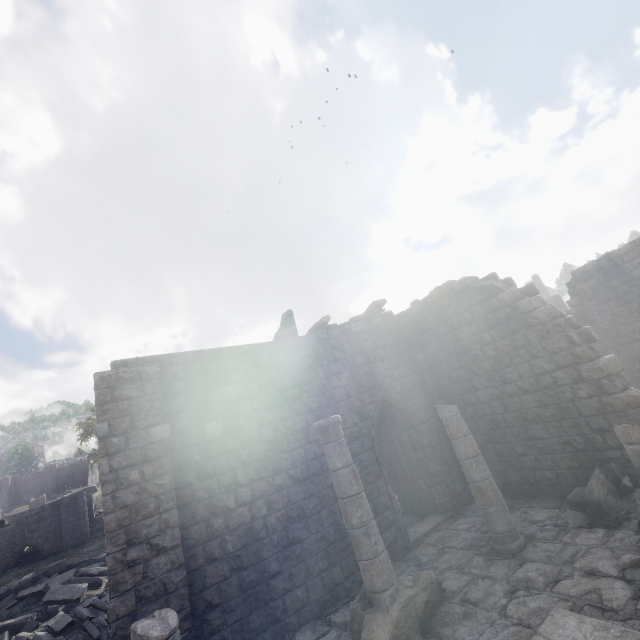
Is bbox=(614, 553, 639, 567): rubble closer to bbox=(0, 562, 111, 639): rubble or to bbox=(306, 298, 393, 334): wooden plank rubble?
bbox=(306, 298, 393, 334): wooden plank rubble

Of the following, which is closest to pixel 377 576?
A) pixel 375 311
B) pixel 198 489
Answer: pixel 198 489

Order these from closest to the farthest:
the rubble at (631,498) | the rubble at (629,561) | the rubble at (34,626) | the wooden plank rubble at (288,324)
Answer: the rubble at (629,561)
the rubble at (631,498)
the rubble at (34,626)
the wooden plank rubble at (288,324)

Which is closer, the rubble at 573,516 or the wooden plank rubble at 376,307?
the rubble at 573,516

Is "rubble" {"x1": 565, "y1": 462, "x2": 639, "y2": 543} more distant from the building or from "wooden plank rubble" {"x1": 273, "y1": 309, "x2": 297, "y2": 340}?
"wooden plank rubble" {"x1": 273, "y1": 309, "x2": 297, "y2": 340}

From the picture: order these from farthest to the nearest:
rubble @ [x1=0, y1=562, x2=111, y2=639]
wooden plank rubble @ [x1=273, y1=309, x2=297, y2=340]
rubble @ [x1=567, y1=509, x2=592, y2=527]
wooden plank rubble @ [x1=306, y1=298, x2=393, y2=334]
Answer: wooden plank rubble @ [x1=306, y1=298, x2=393, y2=334] → wooden plank rubble @ [x1=273, y1=309, x2=297, y2=340] → rubble @ [x1=0, y1=562, x2=111, y2=639] → rubble @ [x1=567, y1=509, x2=592, y2=527]

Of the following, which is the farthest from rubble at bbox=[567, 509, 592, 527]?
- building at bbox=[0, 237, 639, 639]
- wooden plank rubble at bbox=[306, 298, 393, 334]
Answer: wooden plank rubble at bbox=[306, 298, 393, 334]
